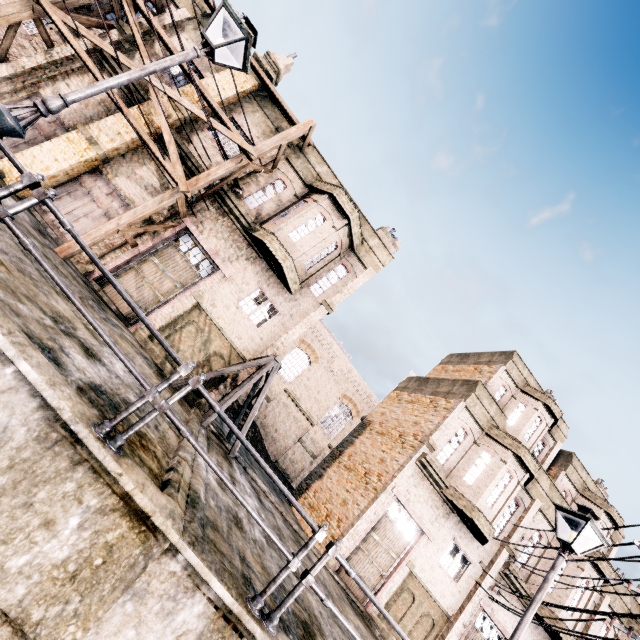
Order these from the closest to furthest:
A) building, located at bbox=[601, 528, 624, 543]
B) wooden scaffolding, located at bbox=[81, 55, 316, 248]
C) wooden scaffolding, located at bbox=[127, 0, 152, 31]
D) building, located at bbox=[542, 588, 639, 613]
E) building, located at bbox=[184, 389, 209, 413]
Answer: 1. wooden scaffolding, located at bbox=[81, 55, 316, 248]
2. wooden scaffolding, located at bbox=[127, 0, 152, 31]
3. building, located at bbox=[184, 389, 209, 413]
4. building, located at bbox=[542, 588, 639, 613]
5. building, located at bbox=[601, 528, 624, 543]

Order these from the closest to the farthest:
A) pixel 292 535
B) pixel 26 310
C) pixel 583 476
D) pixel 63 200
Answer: pixel 26 310, pixel 292 535, pixel 63 200, pixel 583 476

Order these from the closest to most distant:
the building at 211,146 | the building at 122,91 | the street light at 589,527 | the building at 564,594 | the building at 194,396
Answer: the street light at 589,527
the building at 194,396
the building at 122,91
the building at 211,146
the building at 564,594

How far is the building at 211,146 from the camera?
14.5 meters

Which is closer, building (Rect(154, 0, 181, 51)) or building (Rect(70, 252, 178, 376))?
building (Rect(70, 252, 178, 376))

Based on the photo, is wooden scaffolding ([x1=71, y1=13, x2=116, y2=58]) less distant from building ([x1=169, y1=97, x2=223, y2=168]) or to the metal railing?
building ([x1=169, y1=97, x2=223, y2=168])

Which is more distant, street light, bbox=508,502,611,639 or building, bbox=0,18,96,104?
building, bbox=0,18,96,104
